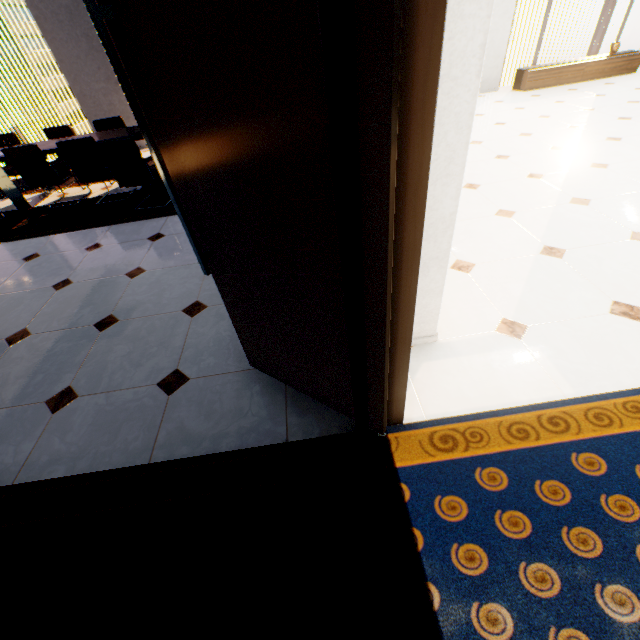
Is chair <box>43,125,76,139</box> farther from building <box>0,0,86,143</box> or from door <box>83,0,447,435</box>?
building <box>0,0,86,143</box>

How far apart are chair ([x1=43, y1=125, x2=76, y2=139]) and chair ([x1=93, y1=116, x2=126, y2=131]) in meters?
0.3

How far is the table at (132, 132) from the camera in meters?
4.6

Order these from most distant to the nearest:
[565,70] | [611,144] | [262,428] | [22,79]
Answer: [22,79] < [565,70] < [611,144] < [262,428]

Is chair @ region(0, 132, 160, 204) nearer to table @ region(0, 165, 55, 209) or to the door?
table @ region(0, 165, 55, 209)

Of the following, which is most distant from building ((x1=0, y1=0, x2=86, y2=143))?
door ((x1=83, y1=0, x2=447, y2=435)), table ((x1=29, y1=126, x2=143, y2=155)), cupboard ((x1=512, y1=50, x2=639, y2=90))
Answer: door ((x1=83, y1=0, x2=447, y2=435))

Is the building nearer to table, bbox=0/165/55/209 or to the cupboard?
table, bbox=0/165/55/209

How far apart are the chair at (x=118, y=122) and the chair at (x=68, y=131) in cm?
32
